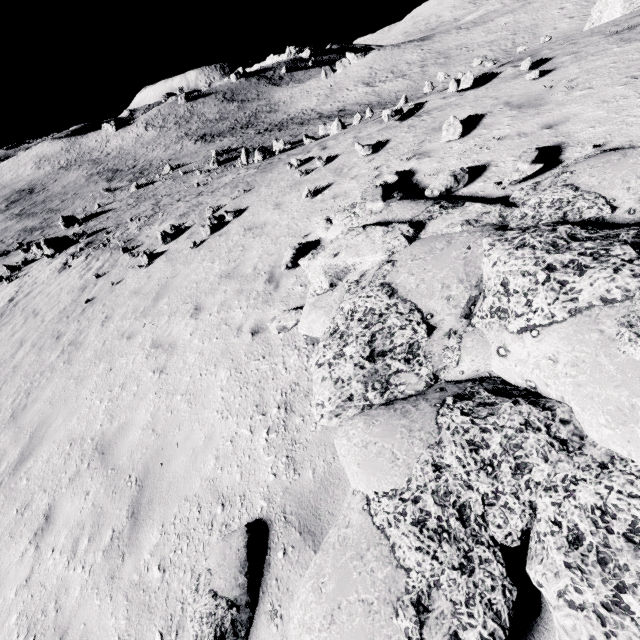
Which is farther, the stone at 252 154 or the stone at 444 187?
the stone at 252 154

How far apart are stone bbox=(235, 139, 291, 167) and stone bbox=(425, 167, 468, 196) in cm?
2854

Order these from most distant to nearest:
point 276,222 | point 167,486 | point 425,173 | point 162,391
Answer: point 276,222
point 425,173
point 162,391
point 167,486

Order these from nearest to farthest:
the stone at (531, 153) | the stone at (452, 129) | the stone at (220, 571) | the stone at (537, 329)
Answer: the stone at (537, 329) → the stone at (220, 571) → the stone at (531, 153) → the stone at (452, 129)

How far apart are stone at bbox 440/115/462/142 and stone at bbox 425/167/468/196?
1.8 meters

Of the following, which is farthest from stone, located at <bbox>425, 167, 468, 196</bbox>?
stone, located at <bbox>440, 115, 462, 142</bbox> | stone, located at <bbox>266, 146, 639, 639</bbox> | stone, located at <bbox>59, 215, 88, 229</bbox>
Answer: stone, located at <bbox>59, 215, 88, 229</bbox>

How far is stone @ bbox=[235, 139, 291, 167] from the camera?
26.2 meters

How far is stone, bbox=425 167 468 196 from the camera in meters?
5.2
